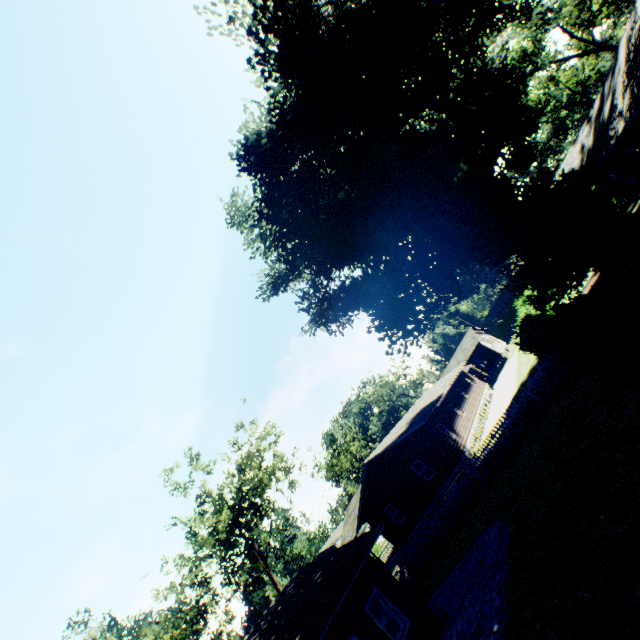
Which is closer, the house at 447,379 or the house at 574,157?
the house at 574,157

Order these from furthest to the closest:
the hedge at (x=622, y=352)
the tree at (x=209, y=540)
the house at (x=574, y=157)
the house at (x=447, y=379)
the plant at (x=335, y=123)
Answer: the house at (x=447, y=379) → the tree at (x=209, y=540) → the plant at (x=335, y=123) → the house at (x=574, y=157) → the hedge at (x=622, y=352)

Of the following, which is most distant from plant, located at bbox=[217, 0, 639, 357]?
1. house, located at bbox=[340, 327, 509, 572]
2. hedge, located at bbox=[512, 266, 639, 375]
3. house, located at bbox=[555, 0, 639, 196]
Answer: house, located at bbox=[340, 327, 509, 572]

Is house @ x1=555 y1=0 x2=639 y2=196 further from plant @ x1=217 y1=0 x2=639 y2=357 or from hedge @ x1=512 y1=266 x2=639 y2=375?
hedge @ x1=512 y1=266 x2=639 y2=375

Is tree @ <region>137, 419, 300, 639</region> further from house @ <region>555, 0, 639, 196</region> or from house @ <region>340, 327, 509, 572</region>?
house @ <region>555, 0, 639, 196</region>

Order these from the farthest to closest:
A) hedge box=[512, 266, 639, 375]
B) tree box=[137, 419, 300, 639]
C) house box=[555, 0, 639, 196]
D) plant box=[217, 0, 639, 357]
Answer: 1. tree box=[137, 419, 300, 639]
2. plant box=[217, 0, 639, 357]
3. house box=[555, 0, 639, 196]
4. hedge box=[512, 266, 639, 375]

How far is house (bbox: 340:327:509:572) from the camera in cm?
2419

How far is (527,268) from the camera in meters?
19.7 m
